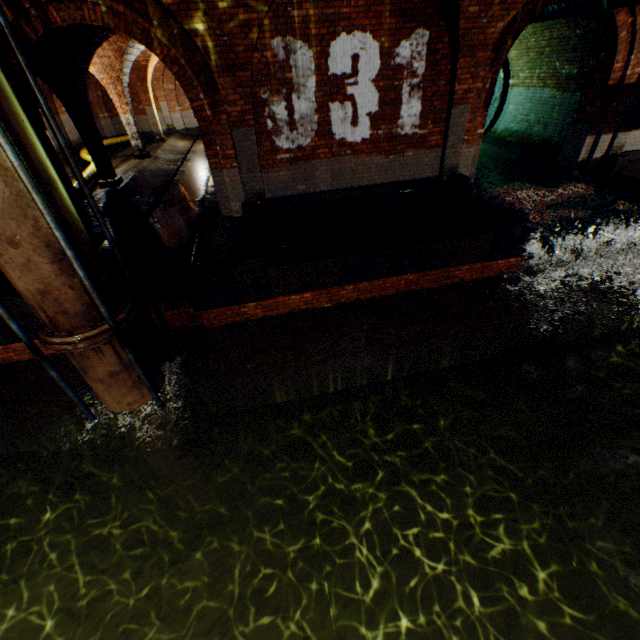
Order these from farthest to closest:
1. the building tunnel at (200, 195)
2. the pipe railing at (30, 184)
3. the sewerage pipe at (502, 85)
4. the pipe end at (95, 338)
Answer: the sewerage pipe at (502, 85) < the building tunnel at (200, 195) < the pipe end at (95, 338) < the pipe railing at (30, 184)

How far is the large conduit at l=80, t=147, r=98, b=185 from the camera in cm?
1239

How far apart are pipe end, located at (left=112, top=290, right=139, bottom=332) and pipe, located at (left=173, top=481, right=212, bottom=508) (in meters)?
4.23

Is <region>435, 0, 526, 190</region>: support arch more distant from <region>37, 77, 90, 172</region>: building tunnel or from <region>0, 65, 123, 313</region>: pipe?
<region>0, 65, 123, 313</region>: pipe

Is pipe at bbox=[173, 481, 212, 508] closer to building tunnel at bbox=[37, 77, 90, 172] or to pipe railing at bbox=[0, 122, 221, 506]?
pipe railing at bbox=[0, 122, 221, 506]

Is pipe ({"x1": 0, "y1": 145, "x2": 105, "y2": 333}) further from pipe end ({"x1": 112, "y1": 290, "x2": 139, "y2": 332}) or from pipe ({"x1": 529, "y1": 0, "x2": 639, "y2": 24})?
pipe ({"x1": 529, "y1": 0, "x2": 639, "y2": 24})

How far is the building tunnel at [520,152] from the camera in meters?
9.3

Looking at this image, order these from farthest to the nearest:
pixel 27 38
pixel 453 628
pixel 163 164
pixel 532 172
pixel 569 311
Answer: pixel 163 164
pixel 532 172
pixel 569 311
pixel 453 628
pixel 27 38
